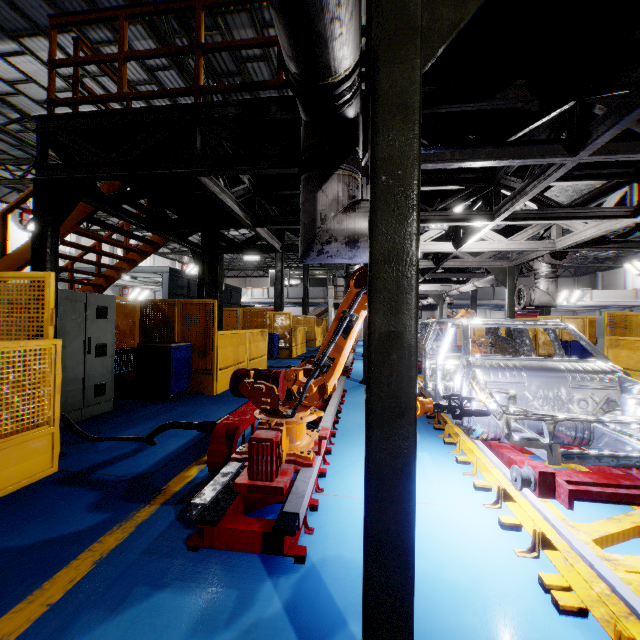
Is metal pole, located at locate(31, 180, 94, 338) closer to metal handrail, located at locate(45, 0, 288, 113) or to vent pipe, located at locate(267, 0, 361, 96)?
metal handrail, located at locate(45, 0, 288, 113)

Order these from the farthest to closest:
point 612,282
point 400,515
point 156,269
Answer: point 612,282 → point 156,269 → point 400,515

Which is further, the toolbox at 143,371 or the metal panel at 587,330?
the metal panel at 587,330

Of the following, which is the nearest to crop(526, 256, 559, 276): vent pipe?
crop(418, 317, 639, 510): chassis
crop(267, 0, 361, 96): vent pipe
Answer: crop(418, 317, 639, 510): chassis

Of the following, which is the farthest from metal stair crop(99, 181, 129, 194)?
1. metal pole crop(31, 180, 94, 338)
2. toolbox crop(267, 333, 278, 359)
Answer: toolbox crop(267, 333, 278, 359)

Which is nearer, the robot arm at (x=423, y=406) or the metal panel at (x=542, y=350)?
the robot arm at (x=423, y=406)

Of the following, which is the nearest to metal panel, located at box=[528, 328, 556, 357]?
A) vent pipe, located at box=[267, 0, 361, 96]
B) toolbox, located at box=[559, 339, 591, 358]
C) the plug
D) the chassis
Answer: toolbox, located at box=[559, 339, 591, 358]

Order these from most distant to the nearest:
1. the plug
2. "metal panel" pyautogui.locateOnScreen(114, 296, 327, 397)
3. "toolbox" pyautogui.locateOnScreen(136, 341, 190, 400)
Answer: "metal panel" pyautogui.locateOnScreen(114, 296, 327, 397) → "toolbox" pyautogui.locateOnScreen(136, 341, 190, 400) → the plug
